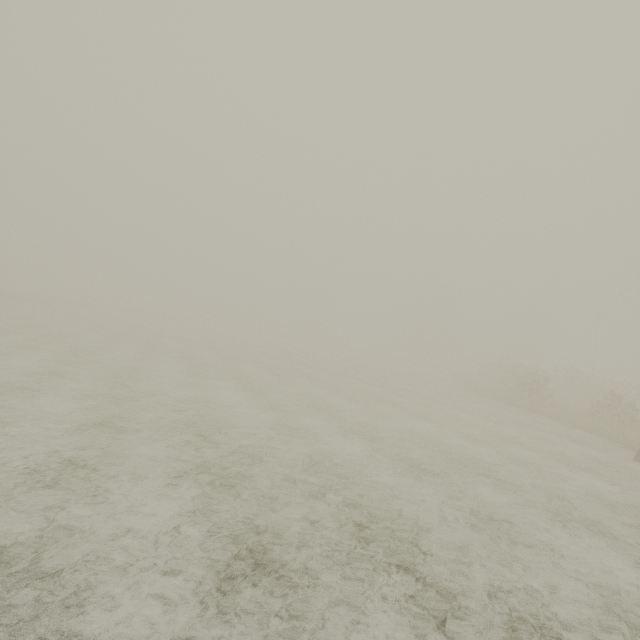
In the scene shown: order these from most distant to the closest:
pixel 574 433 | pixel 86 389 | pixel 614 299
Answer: pixel 614 299
pixel 574 433
pixel 86 389
